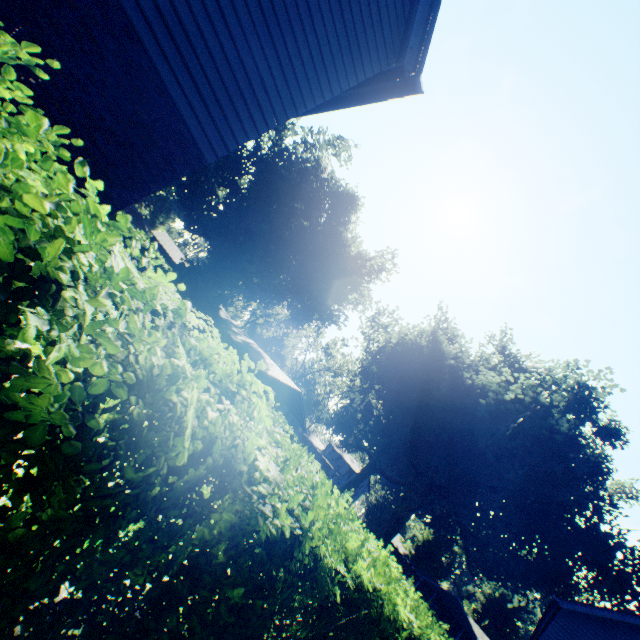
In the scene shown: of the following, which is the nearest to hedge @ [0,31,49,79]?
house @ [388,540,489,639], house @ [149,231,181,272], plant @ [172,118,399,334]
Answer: plant @ [172,118,399,334]

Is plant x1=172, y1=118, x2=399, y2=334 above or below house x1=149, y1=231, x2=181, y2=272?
above

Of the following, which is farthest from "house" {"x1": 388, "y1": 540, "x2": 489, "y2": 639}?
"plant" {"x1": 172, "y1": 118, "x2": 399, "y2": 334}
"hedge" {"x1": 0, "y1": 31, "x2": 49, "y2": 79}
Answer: "hedge" {"x1": 0, "y1": 31, "x2": 49, "y2": 79}

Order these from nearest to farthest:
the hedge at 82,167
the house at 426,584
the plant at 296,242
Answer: the hedge at 82,167, the plant at 296,242, the house at 426,584

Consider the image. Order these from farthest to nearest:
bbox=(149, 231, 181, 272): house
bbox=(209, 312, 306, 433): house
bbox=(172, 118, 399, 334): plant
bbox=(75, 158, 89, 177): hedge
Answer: bbox=(149, 231, 181, 272): house < bbox=(172, 118, 399, 334): plant < bbox=(209, 312, 306, 433): house < bbox=(75, 158, 89, 177): hedge

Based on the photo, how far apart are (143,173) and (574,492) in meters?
42.8 m

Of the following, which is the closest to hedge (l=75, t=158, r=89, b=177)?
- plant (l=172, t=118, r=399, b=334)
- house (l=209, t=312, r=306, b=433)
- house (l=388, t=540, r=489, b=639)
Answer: plant (l=172, t=118, r=399, b=334)

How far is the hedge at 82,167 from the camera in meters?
1.0 m
